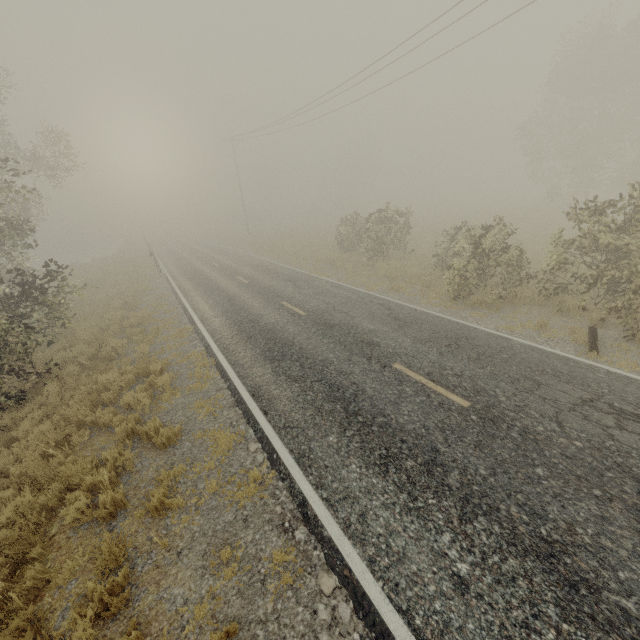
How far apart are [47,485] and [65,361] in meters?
7.0 m
